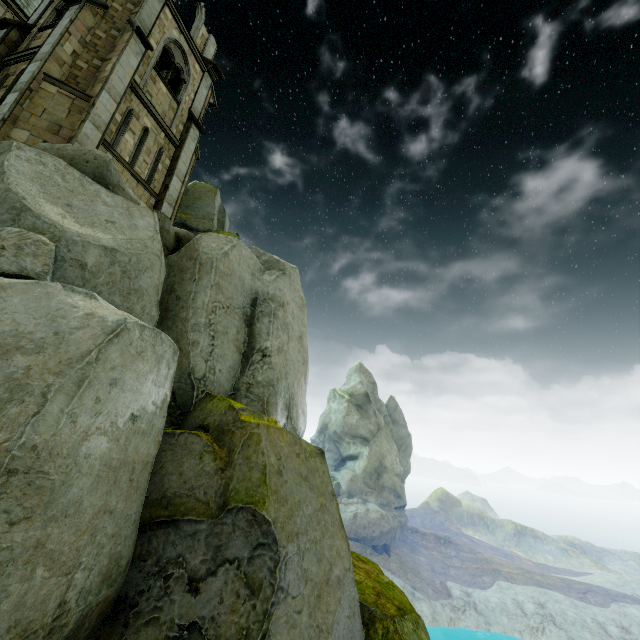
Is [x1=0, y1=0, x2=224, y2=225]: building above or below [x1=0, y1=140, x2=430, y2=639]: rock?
above

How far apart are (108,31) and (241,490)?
18.86m

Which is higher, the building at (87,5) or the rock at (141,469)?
the building at (87,5)

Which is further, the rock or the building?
the building

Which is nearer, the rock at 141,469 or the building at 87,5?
the rock at 141,469
